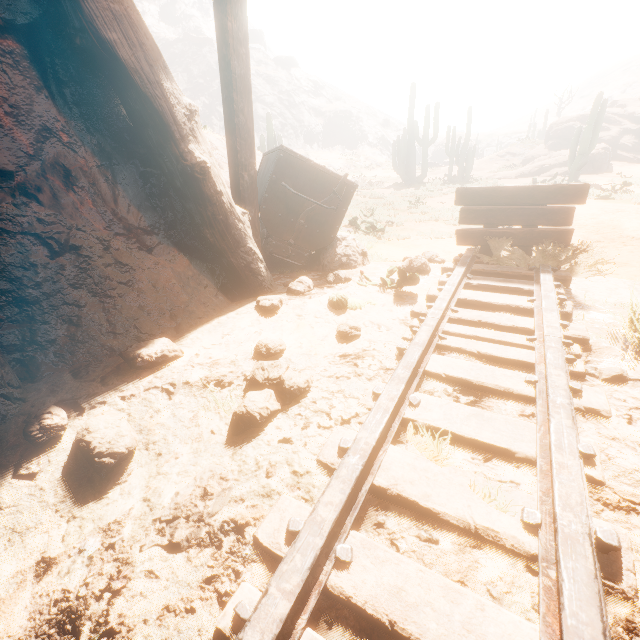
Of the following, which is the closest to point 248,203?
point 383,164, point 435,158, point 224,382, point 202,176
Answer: point 202,176

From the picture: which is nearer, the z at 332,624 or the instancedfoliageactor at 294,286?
the z at 332,624

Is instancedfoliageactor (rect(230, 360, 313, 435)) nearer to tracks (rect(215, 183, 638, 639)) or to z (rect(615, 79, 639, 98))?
tracks (rect(215, 183, 638, 639))

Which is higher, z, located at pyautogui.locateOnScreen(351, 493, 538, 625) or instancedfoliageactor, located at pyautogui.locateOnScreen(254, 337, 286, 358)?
instancedfoliageactor, located at pyautogui.locateOnScreen(254, 337, 286, 358)

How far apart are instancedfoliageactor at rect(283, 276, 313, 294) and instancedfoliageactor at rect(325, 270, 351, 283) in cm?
19

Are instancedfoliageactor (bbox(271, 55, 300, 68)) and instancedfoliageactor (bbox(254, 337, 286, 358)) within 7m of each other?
no

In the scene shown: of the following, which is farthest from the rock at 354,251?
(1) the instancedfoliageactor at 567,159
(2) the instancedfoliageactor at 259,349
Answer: (1) the instancedfoliageactor at 567,159

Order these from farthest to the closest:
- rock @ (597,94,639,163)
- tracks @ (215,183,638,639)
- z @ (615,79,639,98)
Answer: z @ (615,79,639,98)
rock @ (597,94,639,163)
tracks @ (215,183,638,639)
